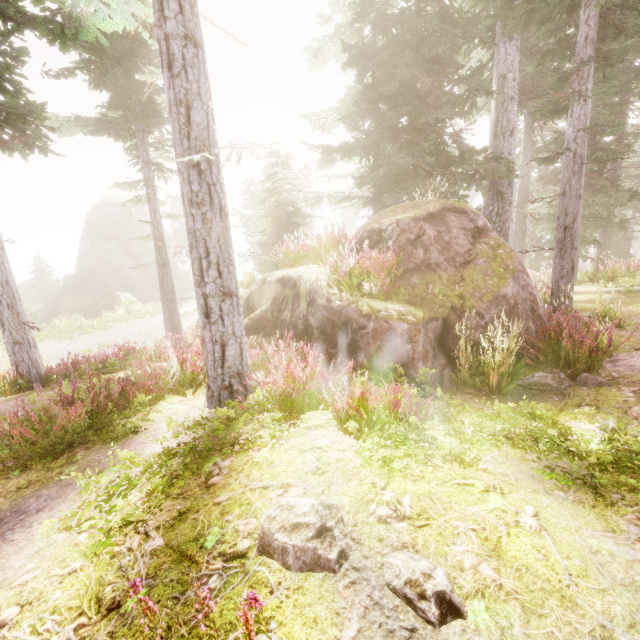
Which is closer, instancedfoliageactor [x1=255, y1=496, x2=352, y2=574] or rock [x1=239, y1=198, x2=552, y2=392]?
instancedfoliageactor [x1=255, y1=496, x2=352, y2=574]

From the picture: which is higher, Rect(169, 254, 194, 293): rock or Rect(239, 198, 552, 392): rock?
Rect(239, 198, 552, 392): rock

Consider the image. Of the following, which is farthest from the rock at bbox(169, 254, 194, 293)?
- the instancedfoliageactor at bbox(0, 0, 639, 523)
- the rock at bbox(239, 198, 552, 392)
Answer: the rock at bbox(239, 198, 552, 392)

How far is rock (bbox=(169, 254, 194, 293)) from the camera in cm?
4169

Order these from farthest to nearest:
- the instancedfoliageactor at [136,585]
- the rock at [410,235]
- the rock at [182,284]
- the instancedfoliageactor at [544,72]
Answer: the rock at [182,284]
the rock at [410,235]
the instancedfoliageactor at [544,72]
the instancedfoliageactor at [136,585]

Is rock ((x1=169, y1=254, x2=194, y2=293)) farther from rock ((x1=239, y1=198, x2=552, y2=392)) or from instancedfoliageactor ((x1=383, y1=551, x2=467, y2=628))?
rock ((x1=239, y1=198, x2=552, y2=392))

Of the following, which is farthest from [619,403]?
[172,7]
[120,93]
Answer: [120,93]

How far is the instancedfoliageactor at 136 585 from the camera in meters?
1.1
